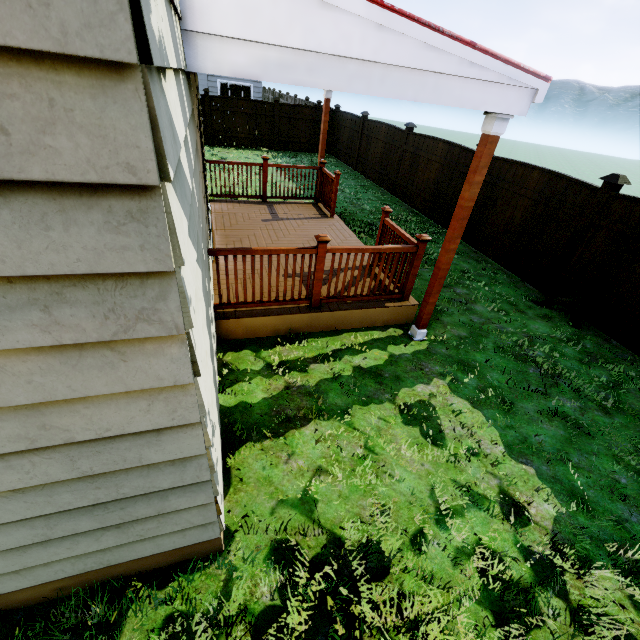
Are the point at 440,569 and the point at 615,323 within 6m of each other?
yes

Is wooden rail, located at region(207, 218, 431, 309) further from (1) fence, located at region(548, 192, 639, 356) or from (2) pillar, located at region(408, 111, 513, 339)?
(1) fence, located at region(548, 192, 639, 356)

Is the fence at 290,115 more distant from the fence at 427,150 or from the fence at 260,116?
the fence at 427,150

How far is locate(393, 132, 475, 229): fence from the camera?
8.4 meters

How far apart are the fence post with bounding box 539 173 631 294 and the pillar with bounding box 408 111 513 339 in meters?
3.3

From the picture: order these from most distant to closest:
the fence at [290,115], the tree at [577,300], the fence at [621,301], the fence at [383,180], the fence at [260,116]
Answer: the fence at [290,115] < the fence at [260,116] < the fence at [383,180] < the tree at [577,300] < the fence at [621,301]

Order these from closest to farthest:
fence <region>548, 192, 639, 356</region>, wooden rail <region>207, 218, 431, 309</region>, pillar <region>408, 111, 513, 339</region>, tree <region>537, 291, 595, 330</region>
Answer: pillar <region>408, 111, 513, 339</region>
wooden rail <region>207, 218, 431, 309</region>
fence <region>548, 192, 639, 356</region>
tree <region>537, 291, 595, 330</region>

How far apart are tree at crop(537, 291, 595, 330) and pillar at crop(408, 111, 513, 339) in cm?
291
